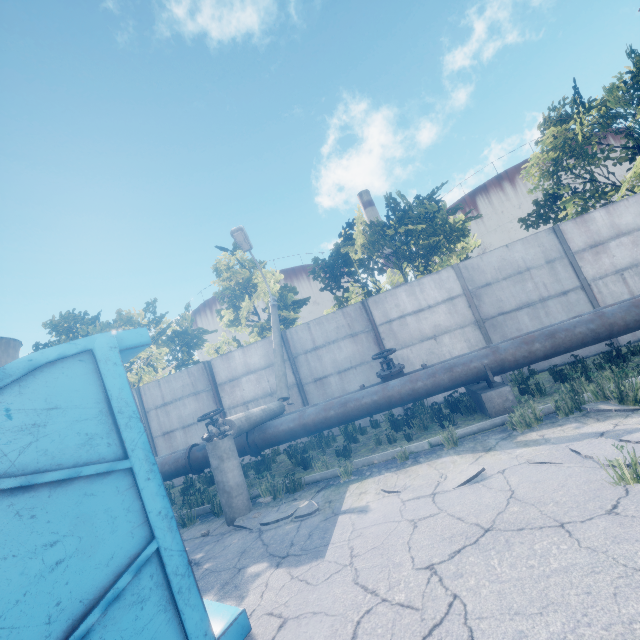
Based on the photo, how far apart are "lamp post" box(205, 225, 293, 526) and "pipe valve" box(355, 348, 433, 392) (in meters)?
1.97

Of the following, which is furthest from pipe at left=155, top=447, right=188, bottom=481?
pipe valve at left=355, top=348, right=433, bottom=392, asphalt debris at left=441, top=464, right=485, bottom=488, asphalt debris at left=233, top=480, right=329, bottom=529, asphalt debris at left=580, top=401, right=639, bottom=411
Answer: asphalt debris at left=580, top=401, right=639, bottom=411

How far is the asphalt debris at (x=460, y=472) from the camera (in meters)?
4.07

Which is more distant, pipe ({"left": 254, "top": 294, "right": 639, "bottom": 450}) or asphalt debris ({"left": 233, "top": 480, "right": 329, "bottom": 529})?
pipe ({"left": 254, "top": 294, "right": 639, "bottom": 450})

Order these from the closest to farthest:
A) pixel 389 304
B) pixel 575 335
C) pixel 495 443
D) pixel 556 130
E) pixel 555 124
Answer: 1. pixel 495 443
2. pixel 575 335
3. pixel 389 304
4. pixel 556 130
5. pixel 555 124

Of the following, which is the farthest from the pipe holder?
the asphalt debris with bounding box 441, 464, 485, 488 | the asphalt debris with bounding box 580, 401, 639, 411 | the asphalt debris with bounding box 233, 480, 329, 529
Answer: the asphalt debris with bounding box 233, 480, 329, 529

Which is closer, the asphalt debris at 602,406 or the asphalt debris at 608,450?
the asphalt debris at 608,450

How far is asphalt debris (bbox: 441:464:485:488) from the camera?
4.07m
